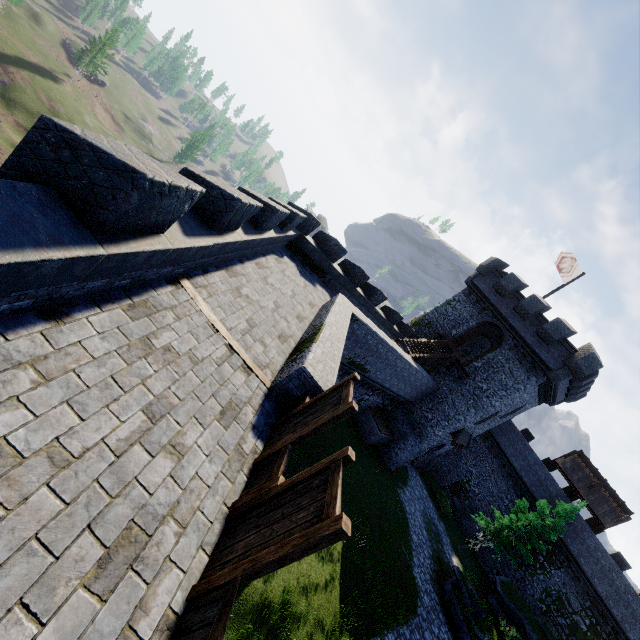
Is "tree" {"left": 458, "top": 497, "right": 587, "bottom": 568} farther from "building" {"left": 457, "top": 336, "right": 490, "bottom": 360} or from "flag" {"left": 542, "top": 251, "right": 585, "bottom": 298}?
"flag" {"left": 542, "top": 251, "right": 585, "bottom": 298}

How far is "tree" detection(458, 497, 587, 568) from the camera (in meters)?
24.73

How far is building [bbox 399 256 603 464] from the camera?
23.4m

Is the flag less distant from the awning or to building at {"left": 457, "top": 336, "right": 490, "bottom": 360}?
building at {"left": 457, "top": 336, "right": 490, "bottom": 360}

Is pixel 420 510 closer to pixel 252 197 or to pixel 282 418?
pixel 282 418

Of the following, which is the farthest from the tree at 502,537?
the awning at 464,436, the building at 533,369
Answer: the building at 533,369

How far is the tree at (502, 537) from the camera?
24.73m
